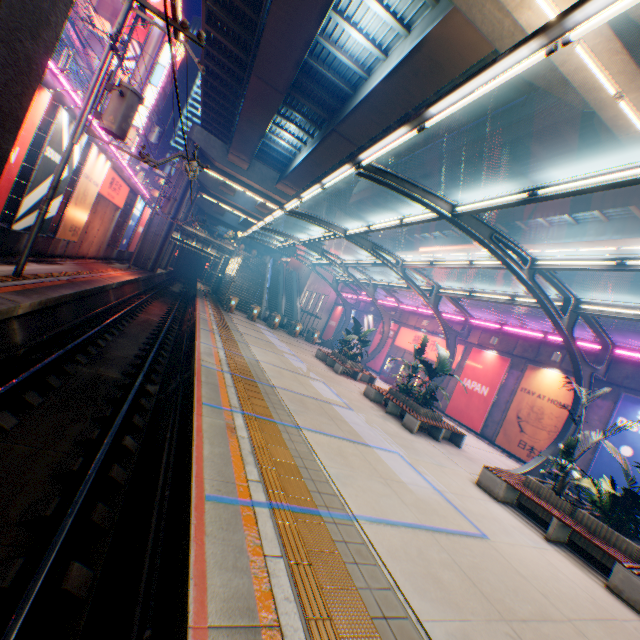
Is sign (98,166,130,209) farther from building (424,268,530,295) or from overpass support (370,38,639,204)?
building (424,268,530,295)

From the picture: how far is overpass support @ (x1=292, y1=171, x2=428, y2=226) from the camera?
29.8 meters

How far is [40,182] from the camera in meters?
10.9 m

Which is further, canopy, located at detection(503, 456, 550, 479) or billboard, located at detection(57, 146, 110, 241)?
billboard, located at detection(57, 146, 110, 241)

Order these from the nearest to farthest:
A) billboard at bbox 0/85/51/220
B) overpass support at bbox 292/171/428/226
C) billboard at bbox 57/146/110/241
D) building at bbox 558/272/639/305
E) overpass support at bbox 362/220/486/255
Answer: billboard at bbox 0/85/51/220, billboard at bbox 57/146/110/241, overpass support at bbox 362/220/486/255, overpass support at bbox 292/171/428/226, building at bbox 558/272/639/305

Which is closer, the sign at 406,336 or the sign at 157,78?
the sign at 406,336

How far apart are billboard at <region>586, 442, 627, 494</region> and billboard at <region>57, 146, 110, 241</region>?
23.78m

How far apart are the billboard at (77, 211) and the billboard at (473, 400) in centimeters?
2159cm
